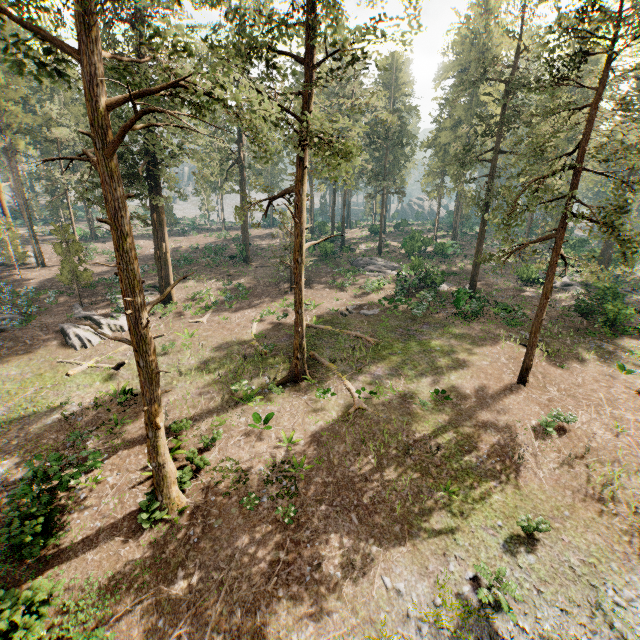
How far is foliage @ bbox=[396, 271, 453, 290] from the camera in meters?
31.2 m

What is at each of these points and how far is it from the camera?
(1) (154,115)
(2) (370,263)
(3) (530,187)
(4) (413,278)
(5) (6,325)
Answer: (1) foliage, 29.5m
(2) foliage, 40.3m
(3) foliage, 16.4m
(4) foliage, 30.7m
(5) foliage, 25.8m

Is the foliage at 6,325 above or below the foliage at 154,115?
below

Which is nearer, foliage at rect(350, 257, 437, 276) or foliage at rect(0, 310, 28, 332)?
foliage at rect(0, 310, 28, 332)

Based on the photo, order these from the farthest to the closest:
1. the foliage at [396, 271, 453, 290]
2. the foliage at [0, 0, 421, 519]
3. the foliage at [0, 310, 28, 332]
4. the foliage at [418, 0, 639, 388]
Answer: the foliage at [396, 271, 453, 290], the foliage at [0, 310, 28, 332], the foliage at [418, 0, 639, 388], the foliage at [0, 0, 421, 519]

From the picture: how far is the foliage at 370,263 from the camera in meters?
36.7 m

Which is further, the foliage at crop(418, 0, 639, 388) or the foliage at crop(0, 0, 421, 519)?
the foliage at crop(418, 0, 639, 388)
